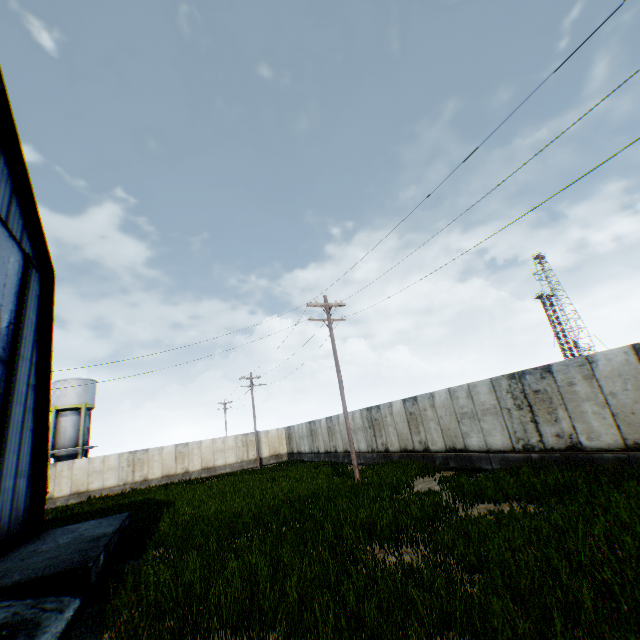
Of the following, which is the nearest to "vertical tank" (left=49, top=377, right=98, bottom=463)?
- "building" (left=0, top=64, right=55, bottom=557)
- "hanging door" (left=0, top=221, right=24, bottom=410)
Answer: "building" (left=0, top=64, right=55, bottom=557)

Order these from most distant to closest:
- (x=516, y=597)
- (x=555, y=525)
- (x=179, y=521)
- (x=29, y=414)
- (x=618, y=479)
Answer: (x=29, y=414) < (x=179, y=521) < (x=618, y=479) < (x=555, y=525) < (x=516, y=597)

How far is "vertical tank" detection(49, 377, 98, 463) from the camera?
34.41m

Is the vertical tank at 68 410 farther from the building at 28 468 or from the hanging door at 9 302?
the hanging door at 9 302

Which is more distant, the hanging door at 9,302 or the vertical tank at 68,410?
the vertical tank at 68,410

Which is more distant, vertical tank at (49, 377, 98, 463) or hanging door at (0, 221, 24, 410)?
vertical tank at (49, 377, 98, 463)

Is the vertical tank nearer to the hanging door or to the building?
the building
